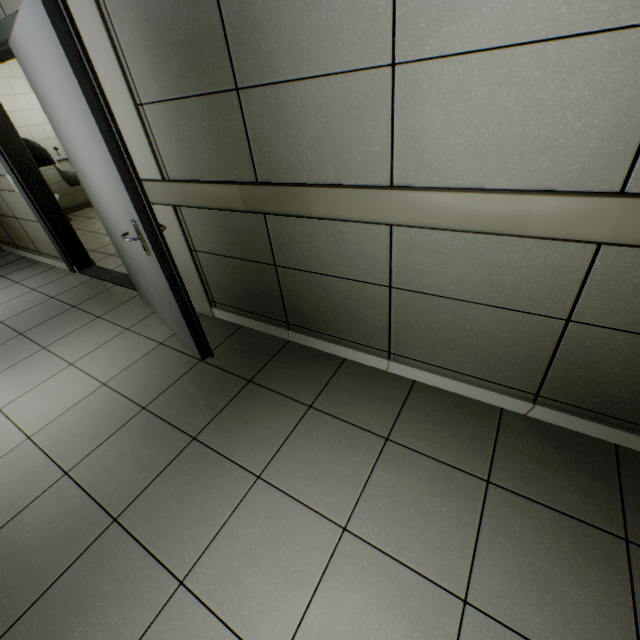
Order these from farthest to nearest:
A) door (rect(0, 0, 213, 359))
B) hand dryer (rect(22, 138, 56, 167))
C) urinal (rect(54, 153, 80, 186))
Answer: urinal (rect(54, 153, 80, 186))
hand dryer (rect(22, 138, 56, 167))
door (rect(0, 0, 213, 359))

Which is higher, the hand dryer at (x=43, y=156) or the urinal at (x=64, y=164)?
the hand dryer at (x=43, y=156)

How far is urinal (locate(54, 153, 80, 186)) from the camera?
6.5m

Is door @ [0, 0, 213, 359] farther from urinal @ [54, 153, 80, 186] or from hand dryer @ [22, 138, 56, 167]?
urinal @ [54, 153, 80, 186]

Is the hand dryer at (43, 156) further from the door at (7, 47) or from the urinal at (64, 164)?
the urinal at (64, 164)

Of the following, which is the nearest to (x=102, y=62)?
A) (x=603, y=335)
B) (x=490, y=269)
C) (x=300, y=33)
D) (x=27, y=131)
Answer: (x=300, y=33)

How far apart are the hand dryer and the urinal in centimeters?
333cm
